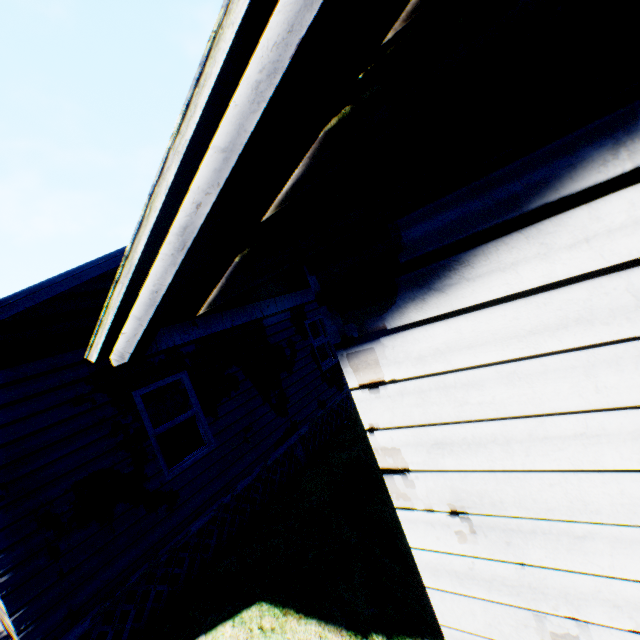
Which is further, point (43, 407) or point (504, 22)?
point (43, 407)
